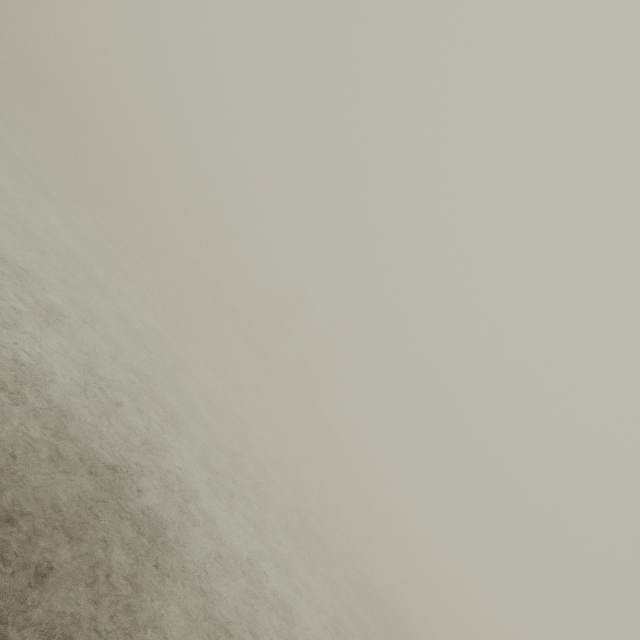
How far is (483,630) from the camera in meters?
50.9
